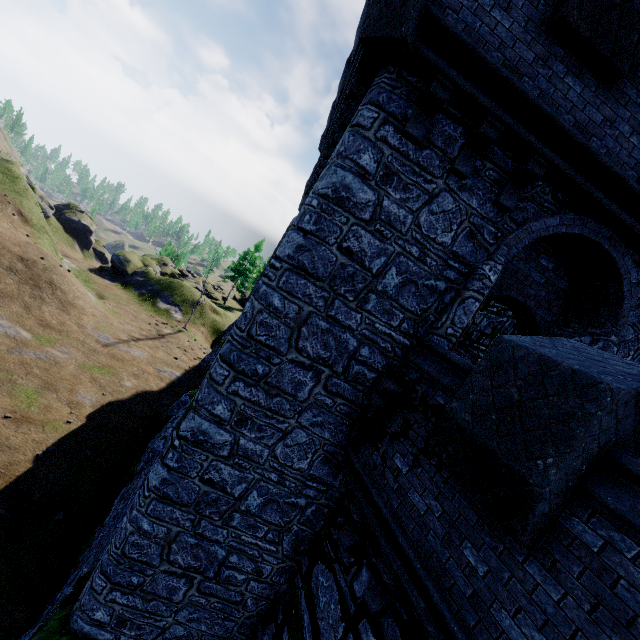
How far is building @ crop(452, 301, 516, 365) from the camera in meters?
11.3

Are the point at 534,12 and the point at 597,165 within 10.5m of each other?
yes

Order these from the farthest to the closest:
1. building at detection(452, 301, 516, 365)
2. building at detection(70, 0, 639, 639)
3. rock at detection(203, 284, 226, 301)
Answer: rock at detection(203, 284, 226, 301), building at detection(452, 301, 516, 365), building at detection(70, 0, 639, 639)

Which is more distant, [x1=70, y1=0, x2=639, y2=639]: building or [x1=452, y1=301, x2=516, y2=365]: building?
[x1=452, y1=301, x2=516, y2=365]: building

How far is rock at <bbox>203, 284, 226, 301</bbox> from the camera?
51.66m

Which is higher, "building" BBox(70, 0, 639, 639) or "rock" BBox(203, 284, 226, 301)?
"building" BBox(70, 0, 639, 639)

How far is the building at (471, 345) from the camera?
11.3m

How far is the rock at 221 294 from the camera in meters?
51.7 m
